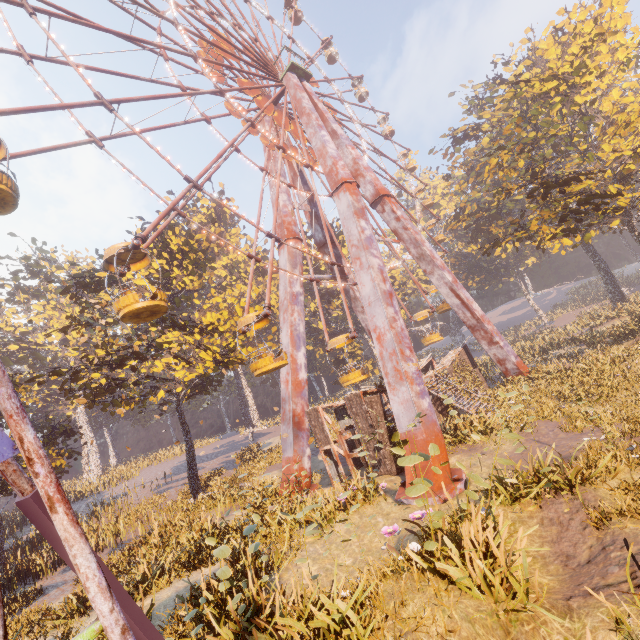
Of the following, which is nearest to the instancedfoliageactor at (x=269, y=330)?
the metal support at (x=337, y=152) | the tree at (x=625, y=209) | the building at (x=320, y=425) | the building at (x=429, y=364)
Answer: the building at (x=320, y=425)

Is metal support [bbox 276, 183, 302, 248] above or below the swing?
above

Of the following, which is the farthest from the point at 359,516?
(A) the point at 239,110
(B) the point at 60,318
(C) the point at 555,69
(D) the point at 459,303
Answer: (B) the point at 60,318

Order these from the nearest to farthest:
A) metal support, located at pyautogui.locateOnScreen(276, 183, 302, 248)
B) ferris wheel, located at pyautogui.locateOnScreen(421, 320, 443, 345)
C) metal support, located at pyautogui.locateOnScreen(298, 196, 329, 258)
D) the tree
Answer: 1. the tree
2. metal support, located at pyautogui.locateOnScreen(276, 183, 302, 248)
3. ferris wheel, located at pyautogui.locateOnScreen(421, 320, 443, 345)
4. metal support, located at pyautogui.locateOnScreen(298, 196, 329, 258)

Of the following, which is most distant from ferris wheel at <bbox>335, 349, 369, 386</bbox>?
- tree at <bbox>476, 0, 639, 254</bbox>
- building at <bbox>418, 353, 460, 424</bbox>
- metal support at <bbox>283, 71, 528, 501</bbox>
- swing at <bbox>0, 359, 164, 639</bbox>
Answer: swing at <bbox>0, 359, 164, 639</bbox>

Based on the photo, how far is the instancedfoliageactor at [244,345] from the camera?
22.0m

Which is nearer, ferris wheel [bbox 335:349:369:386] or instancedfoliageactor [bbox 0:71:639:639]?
instancedfoliageactor [bbox 0:71:639:639]
